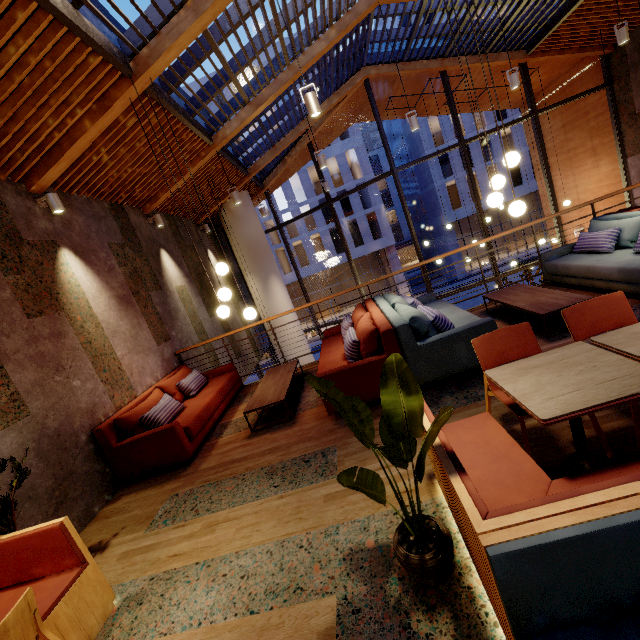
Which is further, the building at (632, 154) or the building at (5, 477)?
the building at (632, 154)

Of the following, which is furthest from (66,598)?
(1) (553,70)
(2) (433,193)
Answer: (2) (433,193)

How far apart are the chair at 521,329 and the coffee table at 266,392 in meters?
2.4 m

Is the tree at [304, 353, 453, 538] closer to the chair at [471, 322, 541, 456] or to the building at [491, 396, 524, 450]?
the building at [491, 396, 524, 450]

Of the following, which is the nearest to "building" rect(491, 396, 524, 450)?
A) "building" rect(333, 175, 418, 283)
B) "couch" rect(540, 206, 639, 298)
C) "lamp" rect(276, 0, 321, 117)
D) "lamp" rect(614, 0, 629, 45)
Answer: "couch" rect(540, 206, 639, 298)

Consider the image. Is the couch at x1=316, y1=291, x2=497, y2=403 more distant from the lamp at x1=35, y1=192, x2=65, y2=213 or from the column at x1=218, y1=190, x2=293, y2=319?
the column at x1=218, y1=190, x2=293, y2=319

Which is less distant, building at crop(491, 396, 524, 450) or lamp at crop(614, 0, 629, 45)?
building at crop(491, 396, 524, 450)

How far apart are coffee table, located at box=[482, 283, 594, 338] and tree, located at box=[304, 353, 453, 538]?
3.0 meters
